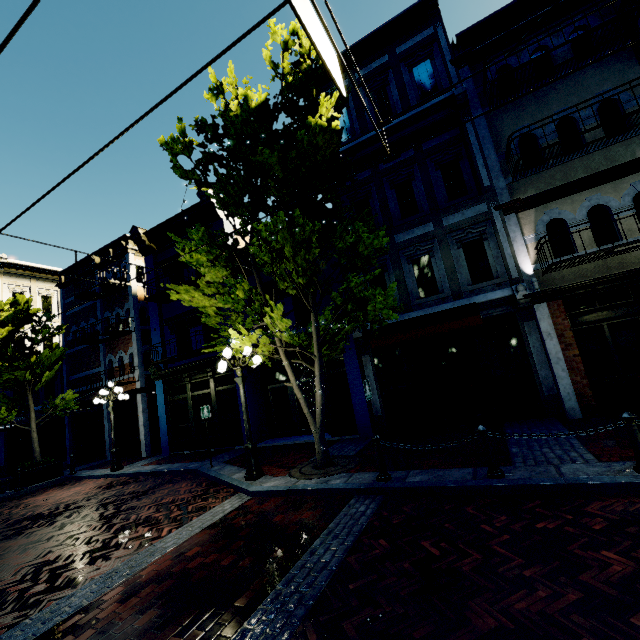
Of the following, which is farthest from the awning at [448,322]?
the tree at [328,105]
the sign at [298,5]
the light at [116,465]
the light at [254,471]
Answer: the light at [116,465]

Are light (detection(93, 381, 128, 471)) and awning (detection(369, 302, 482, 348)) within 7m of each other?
no

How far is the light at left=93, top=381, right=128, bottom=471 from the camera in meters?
13.3

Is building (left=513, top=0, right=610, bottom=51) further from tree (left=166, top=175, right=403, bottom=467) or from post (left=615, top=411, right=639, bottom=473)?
post (left=615, top=411, right=639, bottom=473)

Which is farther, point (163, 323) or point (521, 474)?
point (163, 323)

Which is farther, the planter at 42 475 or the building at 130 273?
the building at 130 273

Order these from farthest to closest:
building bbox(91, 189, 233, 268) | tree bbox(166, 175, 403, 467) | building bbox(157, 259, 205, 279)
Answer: building bbox(91, 189, 233, 268), building bbox(157, 259, 205, 279), tree bbox(166, 175, 403, 467)

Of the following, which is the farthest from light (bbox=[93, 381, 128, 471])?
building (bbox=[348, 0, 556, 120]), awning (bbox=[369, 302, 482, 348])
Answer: awning (bbox=[369, 302, 482, 348])
